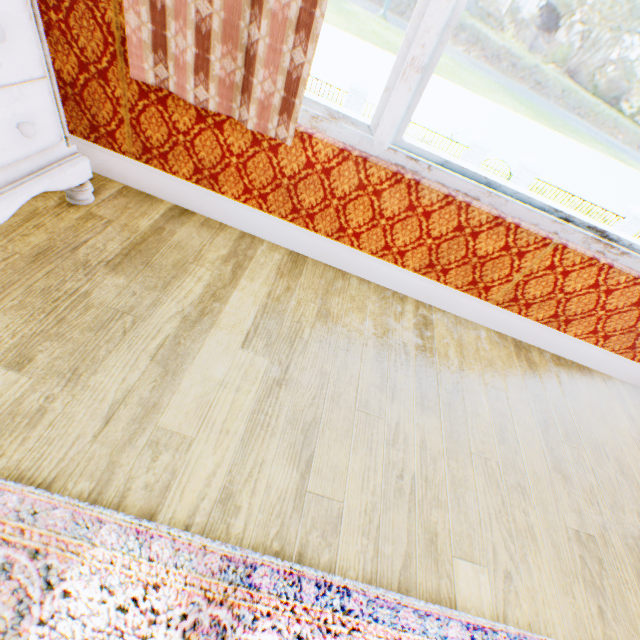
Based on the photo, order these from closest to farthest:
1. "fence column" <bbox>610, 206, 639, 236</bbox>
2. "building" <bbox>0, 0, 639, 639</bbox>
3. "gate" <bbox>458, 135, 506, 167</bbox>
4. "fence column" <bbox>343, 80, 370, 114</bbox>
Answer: "building" <bbox>0, 0, 639, 639</bbox>, "fence column" <bbox>343, 80, 370, 114</bbox>, "gate" <bbox>458, 135, 506, 167</bbox>, "fence column" <bbox>610, 206, 639, 236</bbox>

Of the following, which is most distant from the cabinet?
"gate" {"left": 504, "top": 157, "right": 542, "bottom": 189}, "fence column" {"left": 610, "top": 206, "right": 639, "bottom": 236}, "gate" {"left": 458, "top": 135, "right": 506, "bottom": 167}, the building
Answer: "fence column" {"left": 610, "top": 206, "right": 639, "bottom": 236}

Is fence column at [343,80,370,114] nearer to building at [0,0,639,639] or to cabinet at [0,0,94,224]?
building at [0,0,639,639]

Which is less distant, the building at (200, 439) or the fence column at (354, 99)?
the building at (200, 439)

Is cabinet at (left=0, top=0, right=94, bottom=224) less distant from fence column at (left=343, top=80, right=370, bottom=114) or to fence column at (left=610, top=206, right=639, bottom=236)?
fence column at (left=343, top=80, right=370, bottom=114)

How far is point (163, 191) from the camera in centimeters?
178cm

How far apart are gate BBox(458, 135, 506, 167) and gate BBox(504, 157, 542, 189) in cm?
95

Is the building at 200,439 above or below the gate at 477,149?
above
